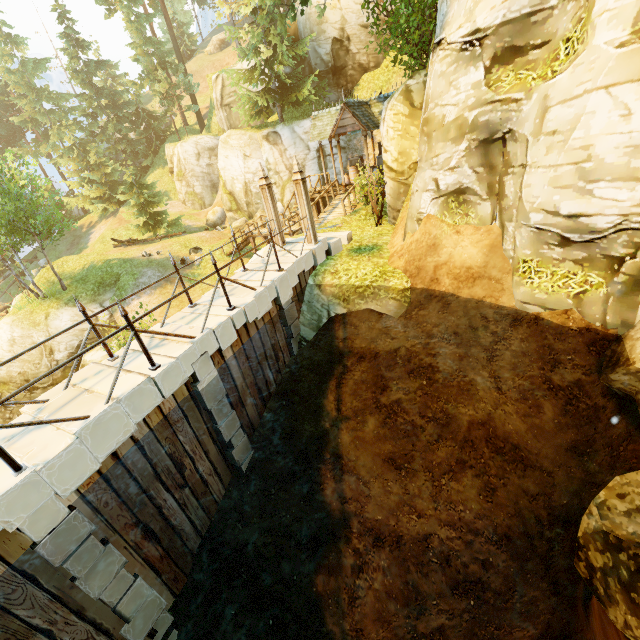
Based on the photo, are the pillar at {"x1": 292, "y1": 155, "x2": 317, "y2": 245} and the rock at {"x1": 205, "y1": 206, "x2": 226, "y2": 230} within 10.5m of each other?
no

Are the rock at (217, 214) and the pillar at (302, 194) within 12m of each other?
no

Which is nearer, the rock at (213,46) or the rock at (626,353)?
the rock at (626,353)

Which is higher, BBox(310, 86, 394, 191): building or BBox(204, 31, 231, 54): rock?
BBox(204, 31, 231, 54): rock

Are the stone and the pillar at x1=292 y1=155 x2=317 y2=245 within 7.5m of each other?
yes

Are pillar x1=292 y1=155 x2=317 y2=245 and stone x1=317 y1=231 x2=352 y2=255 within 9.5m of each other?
yes

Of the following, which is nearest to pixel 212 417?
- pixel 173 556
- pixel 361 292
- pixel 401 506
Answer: pixel 173 556

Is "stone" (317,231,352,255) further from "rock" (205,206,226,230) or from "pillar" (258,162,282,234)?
"rock" (205,206,226,230)
